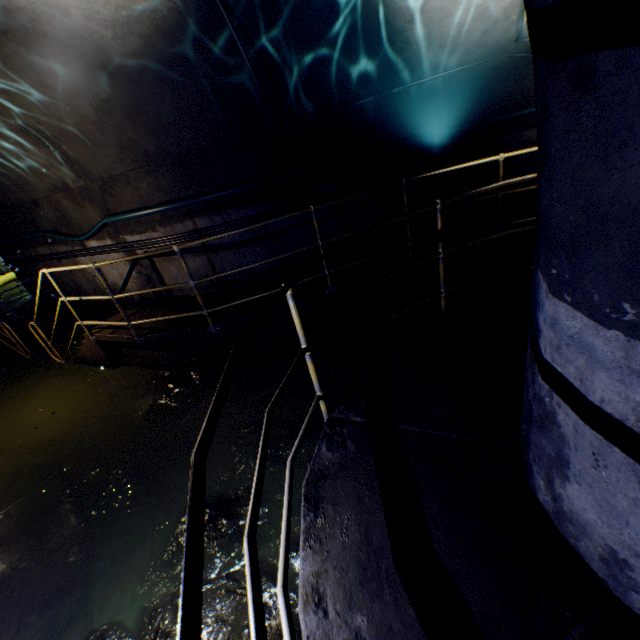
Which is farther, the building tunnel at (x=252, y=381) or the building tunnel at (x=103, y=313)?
the building tunnel at (x=103, y=313)

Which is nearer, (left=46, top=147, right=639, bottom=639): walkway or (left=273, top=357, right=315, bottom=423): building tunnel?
(left=46, top=147, right=639, bottom=639): walkway

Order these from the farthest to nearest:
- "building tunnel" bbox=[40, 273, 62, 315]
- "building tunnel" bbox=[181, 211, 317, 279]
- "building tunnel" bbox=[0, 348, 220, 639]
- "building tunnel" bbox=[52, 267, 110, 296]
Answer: "building tunnel" bbox=[40, 273, 62, 315], "building tunnel" bbox=[52, 267, 110, 296], "building tunnel" bbox=[181, 211, 317, 279], "building tunnel" bbox=[0, 348, 220, 639]

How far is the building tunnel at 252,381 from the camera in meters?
3.8

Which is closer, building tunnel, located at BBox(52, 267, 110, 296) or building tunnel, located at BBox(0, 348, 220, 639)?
building tunnel, located at BBox(0, 348, 220, 639)

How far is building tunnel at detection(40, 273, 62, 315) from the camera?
8.0m

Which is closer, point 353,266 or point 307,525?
point 307,525
